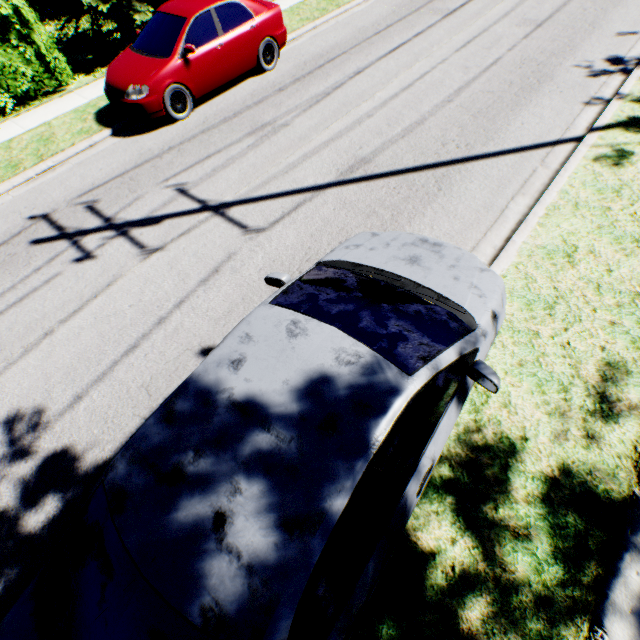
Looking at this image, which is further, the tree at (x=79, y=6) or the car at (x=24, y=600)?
the tree at (x=79, y=6)

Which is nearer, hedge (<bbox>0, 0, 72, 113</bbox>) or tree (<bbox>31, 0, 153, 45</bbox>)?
hedge (<bbox>0, 0, 72, 113</bbox>)

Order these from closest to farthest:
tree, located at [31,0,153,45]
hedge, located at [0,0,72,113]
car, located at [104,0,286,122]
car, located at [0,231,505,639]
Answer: car, located at [0,231,505,639] → car, located at [104,0,286,122] → hedge, located at [0,0,72,113] → tree, located at [31,0,153,45]

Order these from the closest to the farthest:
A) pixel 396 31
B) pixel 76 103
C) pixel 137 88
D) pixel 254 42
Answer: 1. pixel 137 88
2. pixel 254 42
3. pixel 76 103
4. pixel 396 31

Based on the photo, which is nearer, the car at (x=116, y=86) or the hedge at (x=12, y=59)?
the car at (x=116, y=86)

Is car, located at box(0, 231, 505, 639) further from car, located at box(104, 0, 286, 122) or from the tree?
the tree

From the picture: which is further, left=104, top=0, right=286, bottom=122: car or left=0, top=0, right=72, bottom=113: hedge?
left=0, top=0, right=72, bottom=113: hedge
